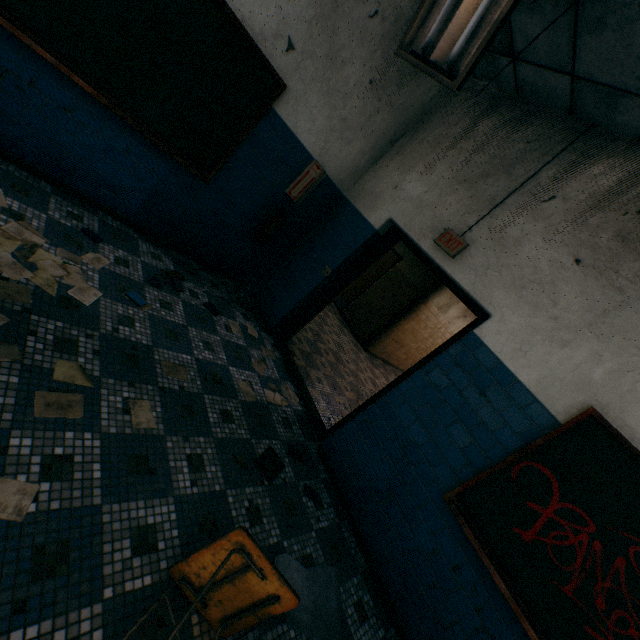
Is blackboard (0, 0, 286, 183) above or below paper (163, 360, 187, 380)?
above

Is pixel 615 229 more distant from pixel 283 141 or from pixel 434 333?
pixel 434 333

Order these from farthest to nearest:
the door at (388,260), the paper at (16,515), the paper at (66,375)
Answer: the door at (388,260)
the paper at (66,375)
the paper at (16,515)

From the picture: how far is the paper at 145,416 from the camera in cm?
207

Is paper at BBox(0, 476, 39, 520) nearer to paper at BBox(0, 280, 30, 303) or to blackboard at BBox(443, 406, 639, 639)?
paper at BBox(0, 280, 30, 303)

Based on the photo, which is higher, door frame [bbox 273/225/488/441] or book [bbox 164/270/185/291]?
door frame [bbox 273/225/488/441]

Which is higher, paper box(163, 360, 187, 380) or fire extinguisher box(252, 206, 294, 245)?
fire extinguisher box(252, 206, 294, 245)

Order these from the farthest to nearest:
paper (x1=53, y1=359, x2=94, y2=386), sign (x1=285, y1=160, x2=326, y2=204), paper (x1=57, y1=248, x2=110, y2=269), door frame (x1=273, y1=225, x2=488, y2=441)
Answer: sign (x1=285, y1=160, x2=326, y2=204) → door frame (x1=273, y1=225, x2=488, y2=441) → paper (x1=57, y1=248, x2=110, y2=269) → paper (x1=53, y1=359, x2=94, y2=386)
